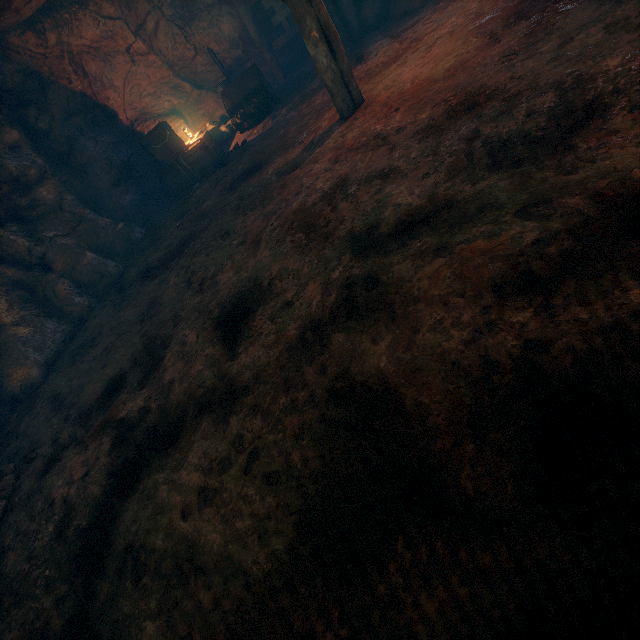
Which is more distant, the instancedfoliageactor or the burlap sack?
the instancedfoliageactor

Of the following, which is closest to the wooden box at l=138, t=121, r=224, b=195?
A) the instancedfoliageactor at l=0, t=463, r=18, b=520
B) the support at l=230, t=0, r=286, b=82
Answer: the support at l=230, t=0, r=286, b=82

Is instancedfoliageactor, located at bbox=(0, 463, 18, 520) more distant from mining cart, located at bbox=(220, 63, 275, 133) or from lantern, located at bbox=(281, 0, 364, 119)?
mining cart, located at bbox=(220, 63, 275, 133)

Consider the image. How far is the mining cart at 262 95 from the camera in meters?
10.0 m

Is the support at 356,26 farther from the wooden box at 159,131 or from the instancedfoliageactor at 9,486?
the instancedfoliageactor at 9,486

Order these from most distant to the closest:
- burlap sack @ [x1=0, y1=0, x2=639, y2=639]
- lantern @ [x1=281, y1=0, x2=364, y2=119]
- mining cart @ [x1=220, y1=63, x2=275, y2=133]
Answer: mining cart @ [x1=220, y1=63, x2=275, y2=133] < lantern @ [x1=281, y1=0, x2=364, y2=119] < burlap sack @ [x1=0, y1=0, x2=639, y2=639]

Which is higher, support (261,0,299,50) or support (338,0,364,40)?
support (261,0,299,50)

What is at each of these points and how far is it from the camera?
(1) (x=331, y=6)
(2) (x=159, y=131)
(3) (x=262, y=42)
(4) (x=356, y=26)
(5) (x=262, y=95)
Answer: (1) support, 9.6 meters
(2) wooden box, 9.6 meters
(3) support, 11.3 meters
(4) support, 9.7 meters
(5) mining cart, 10.3 meters
